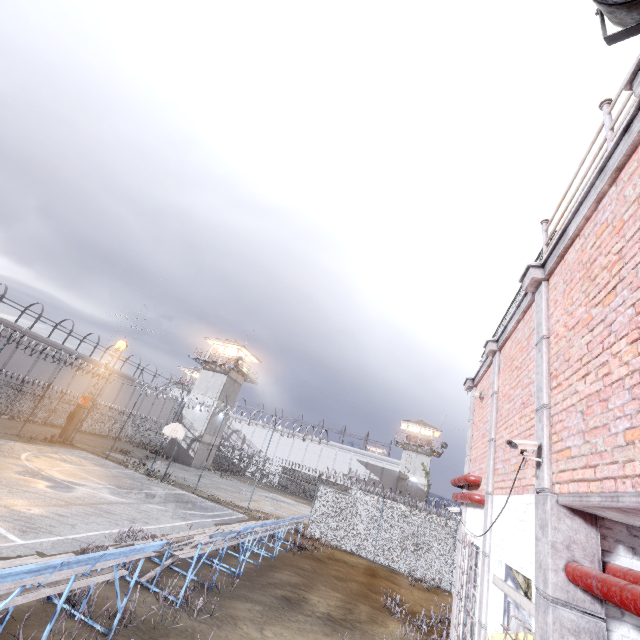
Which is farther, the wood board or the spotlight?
the wood board

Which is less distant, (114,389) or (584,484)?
(584,484)

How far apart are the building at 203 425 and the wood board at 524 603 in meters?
36.7

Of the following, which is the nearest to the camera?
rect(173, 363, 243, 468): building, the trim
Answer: the trim

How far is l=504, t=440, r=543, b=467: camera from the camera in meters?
3.9 m

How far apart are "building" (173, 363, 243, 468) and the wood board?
36.67m

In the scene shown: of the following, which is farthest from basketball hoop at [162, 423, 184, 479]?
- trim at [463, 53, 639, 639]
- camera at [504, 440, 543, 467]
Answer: camera at [504, 440, 543, 467]

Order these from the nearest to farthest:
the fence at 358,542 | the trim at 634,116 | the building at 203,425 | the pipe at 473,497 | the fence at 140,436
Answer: the trim at 634,116 < the pipe at 473,497 < the fence at 358,542 < the fence at 140,436 < the building at 203,425
